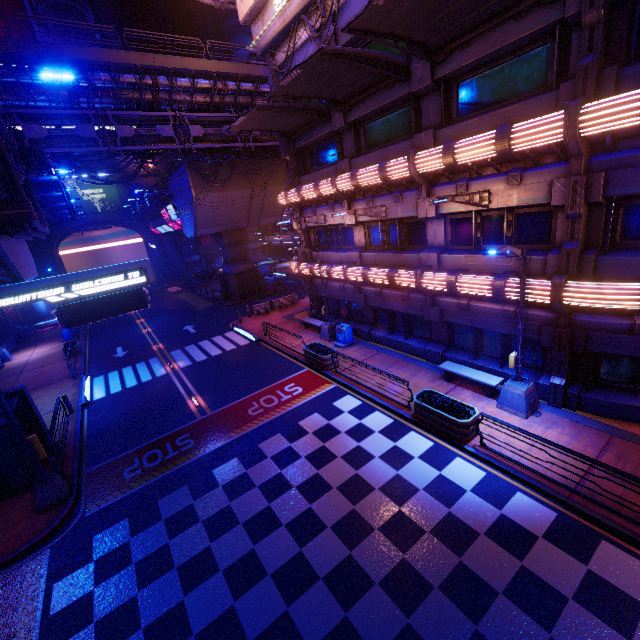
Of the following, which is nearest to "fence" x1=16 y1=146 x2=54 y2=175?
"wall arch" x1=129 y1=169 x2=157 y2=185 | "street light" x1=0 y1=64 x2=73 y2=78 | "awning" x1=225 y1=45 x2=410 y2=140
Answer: "street light" x1=0 y1=64 x2=73 y2=78

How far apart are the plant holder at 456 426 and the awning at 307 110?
11.81m

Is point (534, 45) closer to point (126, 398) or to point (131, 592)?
point (131, 592)

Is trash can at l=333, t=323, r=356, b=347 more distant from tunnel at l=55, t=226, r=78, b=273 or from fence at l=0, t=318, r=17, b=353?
tunnel at l=55, t=226, r=78, b=273

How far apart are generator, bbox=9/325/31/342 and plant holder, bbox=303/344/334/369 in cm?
3249

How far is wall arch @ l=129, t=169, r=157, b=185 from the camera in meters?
52.5

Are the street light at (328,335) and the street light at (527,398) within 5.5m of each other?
no

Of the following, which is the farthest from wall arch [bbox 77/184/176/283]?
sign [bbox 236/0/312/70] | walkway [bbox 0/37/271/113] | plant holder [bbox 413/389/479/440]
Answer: plant holder [bbox 413/389/479/440]
